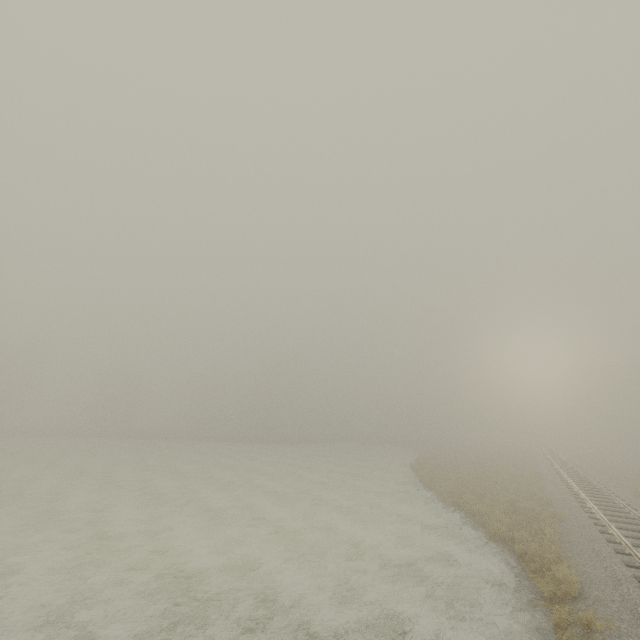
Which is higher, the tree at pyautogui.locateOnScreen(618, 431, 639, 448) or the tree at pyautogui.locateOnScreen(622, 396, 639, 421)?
the tree at pyautogui.locateOnScreen(622, 396, 639, 421)

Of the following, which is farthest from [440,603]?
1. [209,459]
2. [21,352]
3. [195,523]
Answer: [21,352]

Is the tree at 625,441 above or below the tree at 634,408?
below
